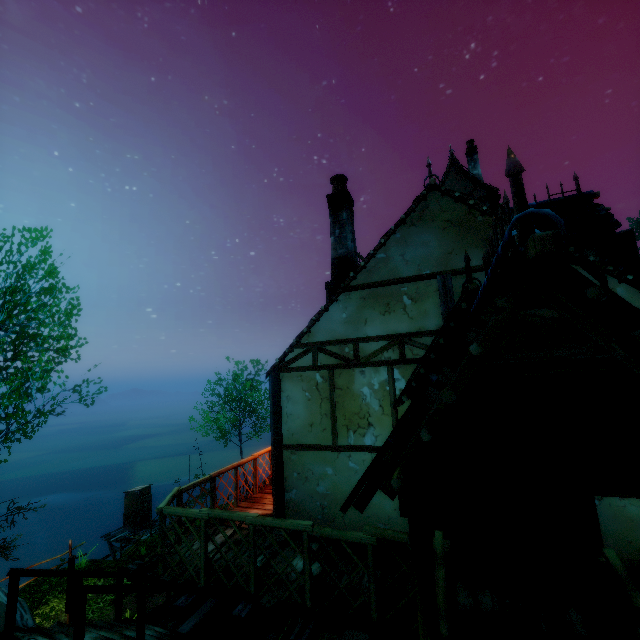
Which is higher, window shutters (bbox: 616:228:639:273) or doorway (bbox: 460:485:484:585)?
window shutters (bbox: 616:228:639:273)

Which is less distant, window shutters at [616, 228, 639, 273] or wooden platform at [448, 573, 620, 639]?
wooden platform at [448, 573, 620, 639]

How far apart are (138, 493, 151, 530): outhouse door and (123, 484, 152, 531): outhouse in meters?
0.0

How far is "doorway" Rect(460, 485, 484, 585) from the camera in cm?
440

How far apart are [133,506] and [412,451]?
27.6 meters

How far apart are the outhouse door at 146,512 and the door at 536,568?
25.2 meters

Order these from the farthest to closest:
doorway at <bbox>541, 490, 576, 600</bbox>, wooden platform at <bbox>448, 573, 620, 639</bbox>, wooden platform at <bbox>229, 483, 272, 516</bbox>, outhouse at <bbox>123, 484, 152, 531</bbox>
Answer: outhouse at <bbox>123, 484, 152, 531</bbox> → wooden platform at <bbox>229, 483, 272, 516</bbox> → doorway at <bbox>541, 490, 576, 600</bbox> → wooden platform at <bbox>448, 573, 620, 639</bbox>

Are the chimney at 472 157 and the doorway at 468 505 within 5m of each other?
no
